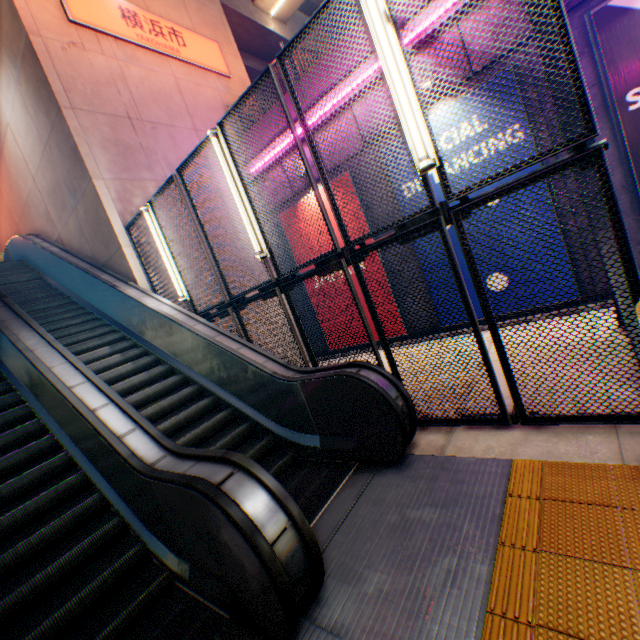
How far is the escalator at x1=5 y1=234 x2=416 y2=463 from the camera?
3.7m

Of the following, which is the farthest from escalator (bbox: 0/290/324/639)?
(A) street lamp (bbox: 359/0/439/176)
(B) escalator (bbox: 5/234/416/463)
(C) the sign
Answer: (C) the sign

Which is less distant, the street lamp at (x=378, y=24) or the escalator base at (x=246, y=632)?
the escalator base at (x=246, y=632)

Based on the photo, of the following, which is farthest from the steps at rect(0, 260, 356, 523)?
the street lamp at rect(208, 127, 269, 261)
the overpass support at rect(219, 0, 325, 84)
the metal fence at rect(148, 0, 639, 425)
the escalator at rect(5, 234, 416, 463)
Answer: the overpass support at rect(219, 0, 325, 84)

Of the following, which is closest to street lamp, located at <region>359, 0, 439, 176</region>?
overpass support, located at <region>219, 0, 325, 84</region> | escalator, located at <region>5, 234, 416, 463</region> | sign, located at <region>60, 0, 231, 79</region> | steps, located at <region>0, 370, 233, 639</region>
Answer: Result: escalator, located at <region>5, 234, 416, 463</region>

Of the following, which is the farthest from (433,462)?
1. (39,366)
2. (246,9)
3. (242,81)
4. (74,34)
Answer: (246,9)

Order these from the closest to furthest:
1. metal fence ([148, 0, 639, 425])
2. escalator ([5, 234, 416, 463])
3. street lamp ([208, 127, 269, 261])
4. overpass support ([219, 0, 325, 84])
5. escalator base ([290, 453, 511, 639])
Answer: escalator base ([290, 453, 511, 639]) < metal fence ([148, 0, 639, 425]) < escalator ([5, 234, 416, 463]) < street lamp ([208, 127, 269, 261]) < overpass support ([219, 0, 325, 84])

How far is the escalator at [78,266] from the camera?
3.70m
